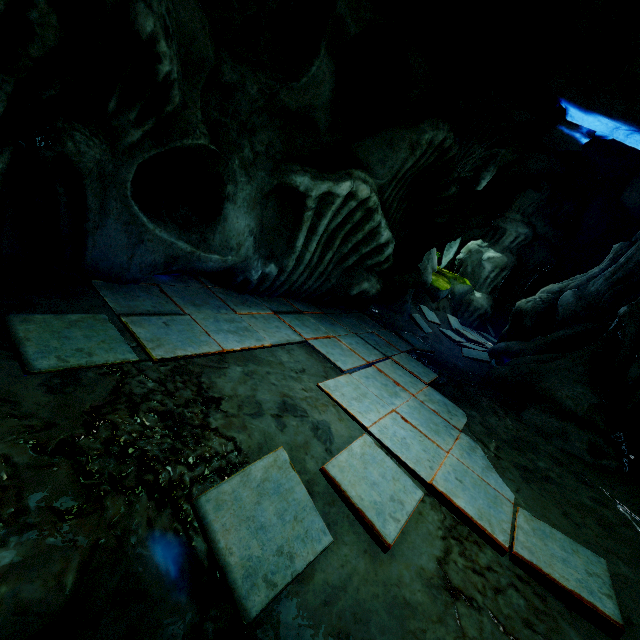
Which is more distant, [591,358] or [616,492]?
[591,358]
